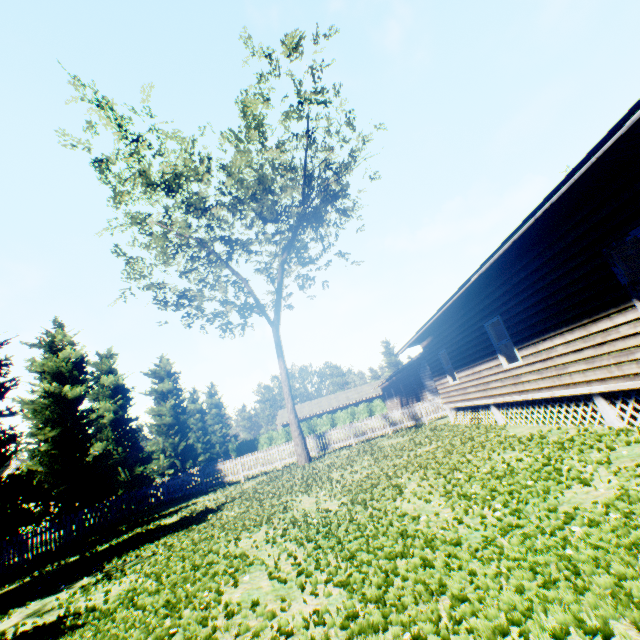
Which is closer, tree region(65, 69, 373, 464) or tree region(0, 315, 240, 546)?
tree region(0, 315, 240, 546)

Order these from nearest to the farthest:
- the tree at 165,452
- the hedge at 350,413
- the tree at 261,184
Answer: the tree at 165,452
the tree at 261,184
the hedge at 350,413

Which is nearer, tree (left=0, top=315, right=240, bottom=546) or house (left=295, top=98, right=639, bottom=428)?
house (left=295, top=98, right=639, bottom=428)

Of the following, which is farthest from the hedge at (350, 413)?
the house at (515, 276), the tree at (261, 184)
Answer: the house at (515, 276)

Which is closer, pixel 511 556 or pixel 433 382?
pixel 511 556

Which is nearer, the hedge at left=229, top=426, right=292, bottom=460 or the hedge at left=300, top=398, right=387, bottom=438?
the hedge at left=229, top=426, right=292, bottom=460

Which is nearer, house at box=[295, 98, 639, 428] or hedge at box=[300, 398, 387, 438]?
house at box=[295, 98, 639, 428]

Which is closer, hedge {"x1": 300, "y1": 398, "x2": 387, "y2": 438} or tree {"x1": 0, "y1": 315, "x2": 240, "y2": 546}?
tree {"x1": 0, "y1": 315, "x2": 240, "y2": 546}
